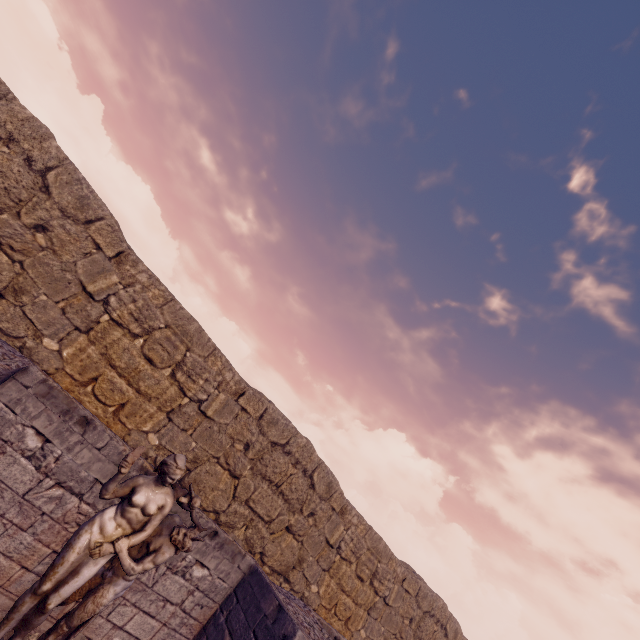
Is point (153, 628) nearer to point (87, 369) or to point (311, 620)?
point (311, 620)
